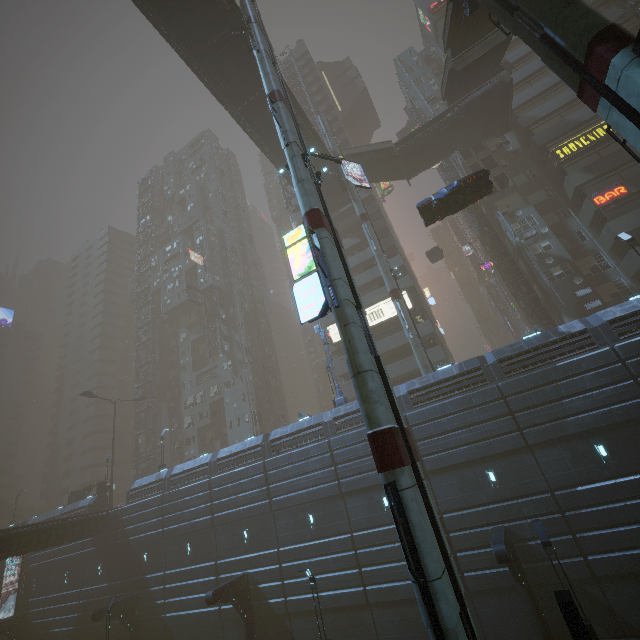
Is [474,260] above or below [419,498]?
above

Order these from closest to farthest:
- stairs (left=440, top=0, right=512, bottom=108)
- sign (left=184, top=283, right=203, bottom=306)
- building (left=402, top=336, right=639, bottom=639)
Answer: building (left=402, top=336, right=639, bottom=639)
stairs (left=440, top=0, right=512, bottom=108)
sign (left=184, top=283, right=203, bottom=306)

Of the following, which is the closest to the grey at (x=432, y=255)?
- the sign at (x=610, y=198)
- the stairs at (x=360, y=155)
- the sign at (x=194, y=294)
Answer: the stairs at (x=360, y=155)

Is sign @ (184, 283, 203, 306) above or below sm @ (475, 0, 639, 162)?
above

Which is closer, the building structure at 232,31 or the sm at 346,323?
the sm at 346,323

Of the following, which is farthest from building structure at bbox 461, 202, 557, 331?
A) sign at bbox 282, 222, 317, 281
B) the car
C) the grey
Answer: the car

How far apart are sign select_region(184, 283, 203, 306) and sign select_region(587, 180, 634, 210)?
49.73m

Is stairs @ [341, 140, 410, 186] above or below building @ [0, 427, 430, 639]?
above
